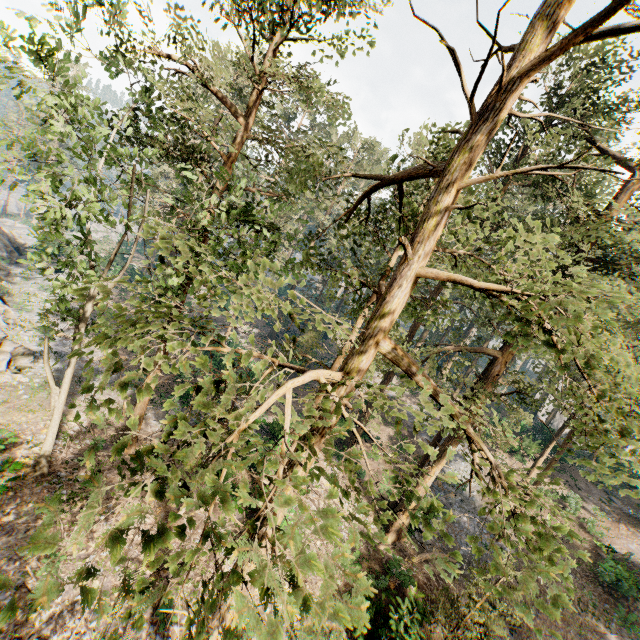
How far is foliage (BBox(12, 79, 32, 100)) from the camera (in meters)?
9.72

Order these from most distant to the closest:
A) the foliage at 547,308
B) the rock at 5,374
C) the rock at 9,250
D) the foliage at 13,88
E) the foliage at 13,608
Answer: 1. the rock at 9,250
2. the rock at 5,374
3. the foliage at 13,88
4. the foliage at 547,308
5. the foliage at 13,608

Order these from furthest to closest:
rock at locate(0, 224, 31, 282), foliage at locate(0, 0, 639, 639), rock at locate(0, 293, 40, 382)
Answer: rock at locate(0, 224, 31, 282)
rock at locate(0, 293, 40, 382)
foliage at locate(0, 0, 639, 639)

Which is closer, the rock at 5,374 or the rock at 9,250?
the rock at 5,374

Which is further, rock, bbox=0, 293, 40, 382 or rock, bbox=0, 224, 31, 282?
rock, bbox=0, 224, 31, 282

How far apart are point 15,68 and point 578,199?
18.8 meters

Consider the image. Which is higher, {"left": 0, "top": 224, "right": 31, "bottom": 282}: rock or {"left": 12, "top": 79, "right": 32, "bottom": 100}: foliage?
{"left": 12, "top": 79, "right": 32, "bottom": 100}: foliage
